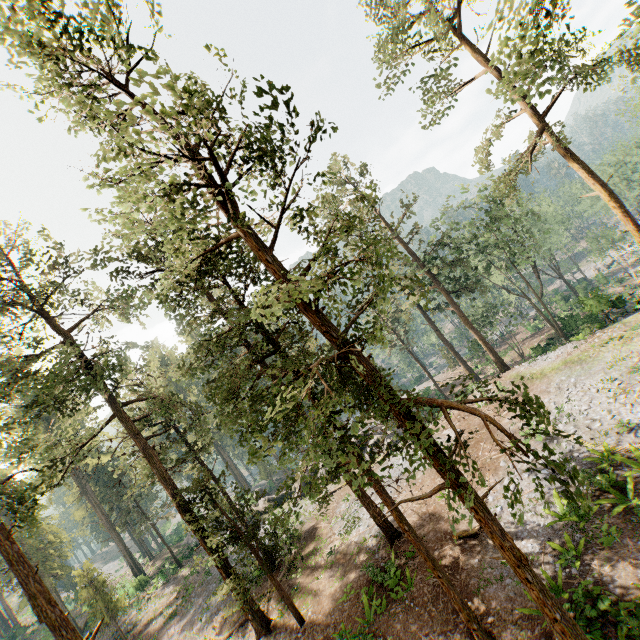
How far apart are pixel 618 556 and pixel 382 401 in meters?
11.7
